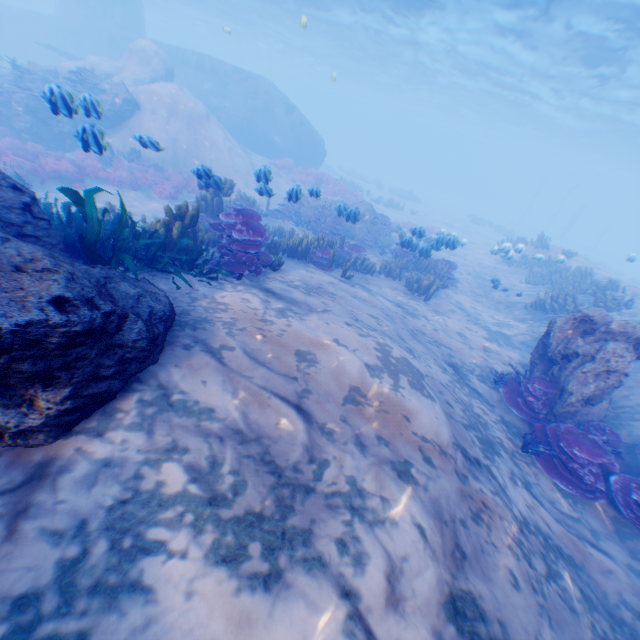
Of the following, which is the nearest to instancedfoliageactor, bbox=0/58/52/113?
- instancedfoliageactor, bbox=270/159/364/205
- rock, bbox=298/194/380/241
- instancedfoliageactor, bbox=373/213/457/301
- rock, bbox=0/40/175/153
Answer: rock, bbox=0/40/175/153

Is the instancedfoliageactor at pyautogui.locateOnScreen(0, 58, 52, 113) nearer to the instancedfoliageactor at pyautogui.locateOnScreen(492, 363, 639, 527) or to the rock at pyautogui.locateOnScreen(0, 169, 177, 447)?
the rock at pyautogui.locateOnScreen(0, 169, 177, 447)

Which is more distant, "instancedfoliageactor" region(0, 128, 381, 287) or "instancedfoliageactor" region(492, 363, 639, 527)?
"instancedfoliageactor" region(492, 363, 639, 527)

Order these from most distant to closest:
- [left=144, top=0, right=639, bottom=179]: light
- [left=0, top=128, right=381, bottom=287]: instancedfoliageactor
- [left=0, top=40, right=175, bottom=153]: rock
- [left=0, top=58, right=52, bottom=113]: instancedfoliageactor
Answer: [left=144, top=0, right=639, bottom=179]: light < [left=0, top=58, right=52, bottom=113]: instancedfoliageactor < [left=0, top=40, right=175, bottom=153]: rock < [left=0, top=128, right=381, bottom=287]: instancedfoliageactor

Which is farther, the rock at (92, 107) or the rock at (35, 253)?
the rock at (92, 107)

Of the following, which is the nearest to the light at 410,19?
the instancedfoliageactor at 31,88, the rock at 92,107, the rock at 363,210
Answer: the rock at 92,107

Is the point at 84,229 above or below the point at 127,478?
above

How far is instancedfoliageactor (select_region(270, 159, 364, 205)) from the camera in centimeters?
2142cm
